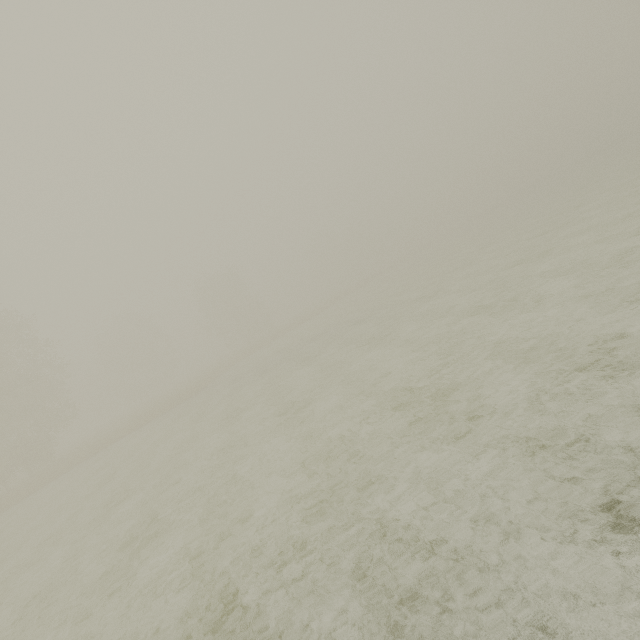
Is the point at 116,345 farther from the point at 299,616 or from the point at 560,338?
the point at 560,338
